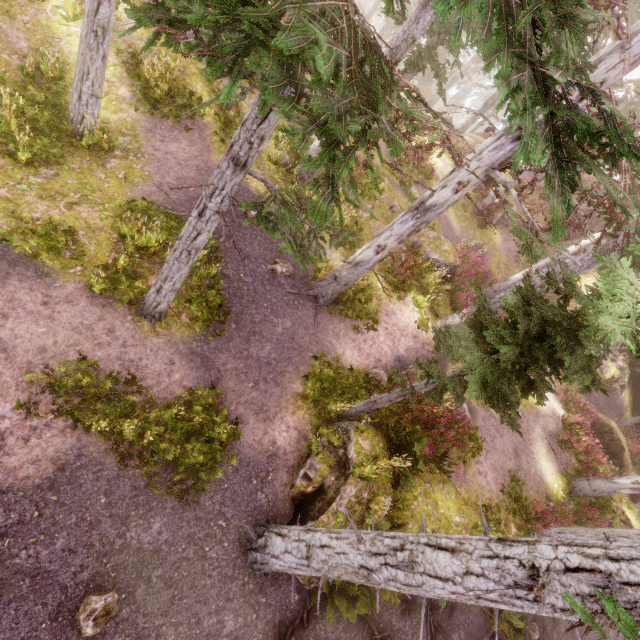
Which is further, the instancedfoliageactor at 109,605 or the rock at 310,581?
the rock at 310,581

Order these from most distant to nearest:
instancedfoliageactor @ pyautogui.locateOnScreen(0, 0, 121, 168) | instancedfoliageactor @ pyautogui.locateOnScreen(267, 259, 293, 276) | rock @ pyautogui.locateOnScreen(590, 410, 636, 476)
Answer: rock @ pyautogui.locateOnScreen(590, 410, 636, 476) → instancedfoliageactor @ pyautogui.locateOnScreen(267, 259, 293, 276) → instancedfoliageactor @ pyautogui.locateOnScreen(0, 0, 121, 168)

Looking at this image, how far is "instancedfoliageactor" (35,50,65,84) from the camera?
9.2m

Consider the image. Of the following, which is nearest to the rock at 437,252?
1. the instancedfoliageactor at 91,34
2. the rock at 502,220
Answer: the instancedfoliageactor at 91,34

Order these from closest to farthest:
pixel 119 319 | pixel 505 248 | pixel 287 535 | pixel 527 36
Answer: pixel 527 36, pixel 287 535, pixel 119 319, pixel 505 248

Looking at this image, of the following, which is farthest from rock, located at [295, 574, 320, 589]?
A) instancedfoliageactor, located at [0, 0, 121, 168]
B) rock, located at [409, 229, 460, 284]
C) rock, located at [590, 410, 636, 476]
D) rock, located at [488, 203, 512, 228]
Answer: rock, located at [488, 203, 512, 228]
